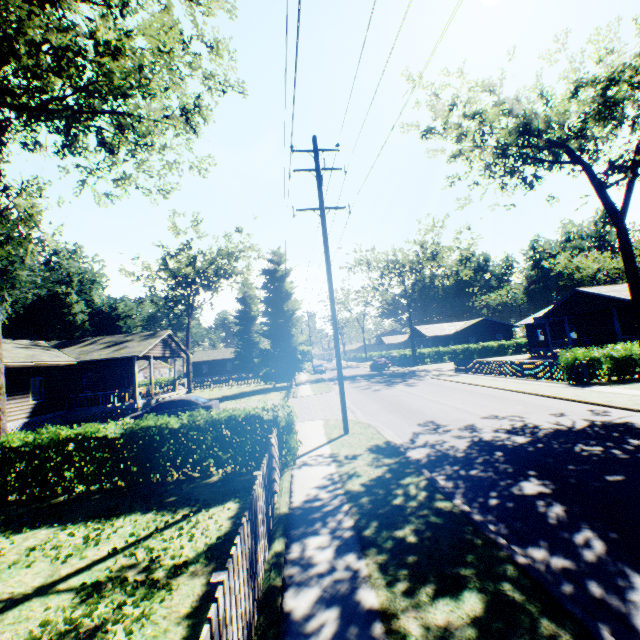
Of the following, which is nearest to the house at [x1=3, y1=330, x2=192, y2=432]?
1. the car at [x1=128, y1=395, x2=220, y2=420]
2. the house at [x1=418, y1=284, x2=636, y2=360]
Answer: the car at [x1=128, y1=395, x2=220, y2=420]

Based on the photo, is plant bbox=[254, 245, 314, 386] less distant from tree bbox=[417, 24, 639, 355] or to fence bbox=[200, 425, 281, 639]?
fence bbox=[200, 425, 281, 639]

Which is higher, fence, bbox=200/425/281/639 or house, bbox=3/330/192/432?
house, bbox=3/330/192/432

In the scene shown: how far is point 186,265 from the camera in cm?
3681

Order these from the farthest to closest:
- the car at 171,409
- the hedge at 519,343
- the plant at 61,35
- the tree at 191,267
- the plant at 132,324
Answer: the hedge at 519,343 < the tree at 191,267 < the car at 171,409 < the plant at 132,324 < the plant at 61,35

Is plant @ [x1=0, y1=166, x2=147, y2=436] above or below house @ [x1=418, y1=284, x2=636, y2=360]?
above

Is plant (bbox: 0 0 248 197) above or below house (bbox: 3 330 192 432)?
above

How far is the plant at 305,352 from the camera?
35.2 meters
